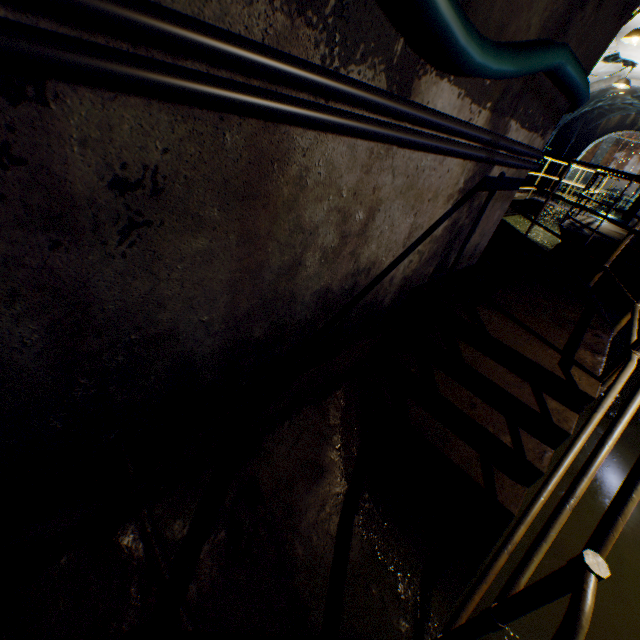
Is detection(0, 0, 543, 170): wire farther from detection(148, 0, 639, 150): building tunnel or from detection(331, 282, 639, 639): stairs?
detection(331, 282, 639, 639): stairs

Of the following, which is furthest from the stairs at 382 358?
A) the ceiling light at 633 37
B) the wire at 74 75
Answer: the ceiling light at 633 37

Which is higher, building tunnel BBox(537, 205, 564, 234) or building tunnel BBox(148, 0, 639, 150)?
building tunnel BBox(148, 0, 639, 150)

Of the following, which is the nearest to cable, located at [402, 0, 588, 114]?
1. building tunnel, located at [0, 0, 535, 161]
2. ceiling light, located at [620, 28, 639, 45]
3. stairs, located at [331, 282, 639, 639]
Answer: building tunnel, located at [0, 0, 535, 161]

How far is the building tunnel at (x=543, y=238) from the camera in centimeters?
990cm

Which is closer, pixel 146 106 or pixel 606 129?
pixel 146 106

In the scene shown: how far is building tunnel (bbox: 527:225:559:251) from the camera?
9.90m

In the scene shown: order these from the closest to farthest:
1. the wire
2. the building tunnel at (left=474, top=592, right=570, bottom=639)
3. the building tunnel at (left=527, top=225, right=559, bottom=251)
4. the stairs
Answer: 1. the wire
2. the stairs
3. the building tunnel at (left=474, top=592, right=570, bottom=639)
4. the building tunnel at (left=527, top=225, right=559, bottom=251)
